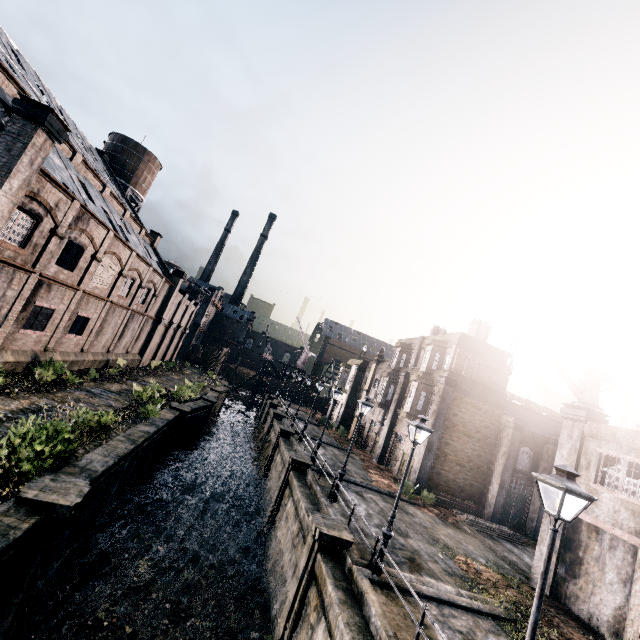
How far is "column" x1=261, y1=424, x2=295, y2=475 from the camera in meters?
29.5 m

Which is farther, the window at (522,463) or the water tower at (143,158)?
the water tower at (143,158)

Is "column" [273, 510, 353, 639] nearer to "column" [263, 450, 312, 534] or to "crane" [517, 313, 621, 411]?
"column" [263, 450, 312, 534]

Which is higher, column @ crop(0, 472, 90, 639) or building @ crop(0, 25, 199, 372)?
building @ crop(0, 25, 199, 372)

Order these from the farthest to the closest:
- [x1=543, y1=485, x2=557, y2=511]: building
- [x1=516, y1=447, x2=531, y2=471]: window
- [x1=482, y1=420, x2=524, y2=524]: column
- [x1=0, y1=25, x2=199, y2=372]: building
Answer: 1. [x1=516, y1=447, x2=531, y2=471]: window
2. [x1=482, y1=420, x2=524, y2=524]: column
3. [x1=543, y1=485, x2=557, y2=511]: building
4. [x1=0, y1=25, x2=199, y2=372]: building

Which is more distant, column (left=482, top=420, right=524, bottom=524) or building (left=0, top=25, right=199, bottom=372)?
column (left=482, top=420, right=524, bottom=524)

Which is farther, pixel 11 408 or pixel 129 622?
pixel 11 408

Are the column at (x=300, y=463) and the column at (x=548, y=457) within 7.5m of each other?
no
